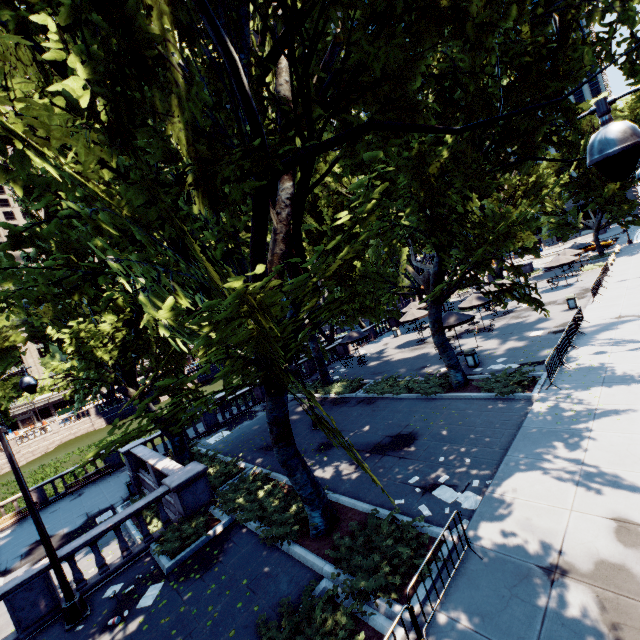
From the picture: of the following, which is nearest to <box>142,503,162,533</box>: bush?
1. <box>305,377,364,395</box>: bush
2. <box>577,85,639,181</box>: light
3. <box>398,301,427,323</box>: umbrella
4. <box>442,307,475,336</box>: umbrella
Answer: <box>305,377,364,395</box>: bush

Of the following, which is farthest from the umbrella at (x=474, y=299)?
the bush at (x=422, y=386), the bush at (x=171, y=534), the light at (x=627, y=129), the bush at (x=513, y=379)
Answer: the bush at (x=171, y=534)

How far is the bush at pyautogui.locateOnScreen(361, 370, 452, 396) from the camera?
16.4 meters

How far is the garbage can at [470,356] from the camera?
18.1m

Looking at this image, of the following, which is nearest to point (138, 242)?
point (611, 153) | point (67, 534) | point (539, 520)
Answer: point (611, 153)

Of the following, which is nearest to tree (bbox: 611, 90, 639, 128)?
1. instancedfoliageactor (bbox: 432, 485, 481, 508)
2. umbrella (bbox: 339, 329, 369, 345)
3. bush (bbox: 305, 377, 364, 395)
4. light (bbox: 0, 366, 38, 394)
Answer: bush (bbox: 305, 377, 364, 395)

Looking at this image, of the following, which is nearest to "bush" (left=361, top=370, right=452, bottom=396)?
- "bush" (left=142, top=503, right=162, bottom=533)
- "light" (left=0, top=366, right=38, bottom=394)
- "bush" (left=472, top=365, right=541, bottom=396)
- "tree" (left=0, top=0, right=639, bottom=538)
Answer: "tree" (left=0, top=0, right=639, bottom=538)

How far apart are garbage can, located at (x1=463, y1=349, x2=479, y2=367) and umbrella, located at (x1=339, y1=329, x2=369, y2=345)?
9.6m
